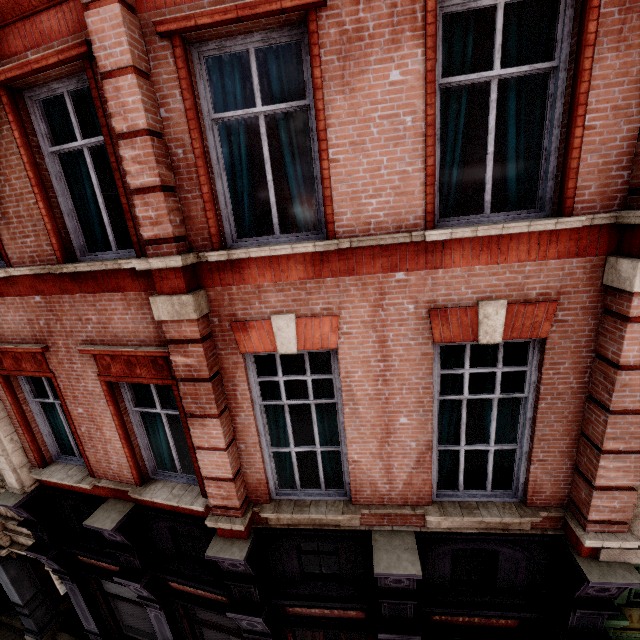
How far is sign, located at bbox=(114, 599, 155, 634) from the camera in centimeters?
762cm

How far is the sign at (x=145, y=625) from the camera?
7.6 meters

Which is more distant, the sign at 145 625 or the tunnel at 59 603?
the tunnel at 59 603

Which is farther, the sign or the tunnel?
the tunnel

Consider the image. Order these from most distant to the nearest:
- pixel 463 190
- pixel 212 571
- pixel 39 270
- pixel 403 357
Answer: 1. pixel 212 571
2. pixel 463 190
3. pixel 39 270
4. pixel 403 357
